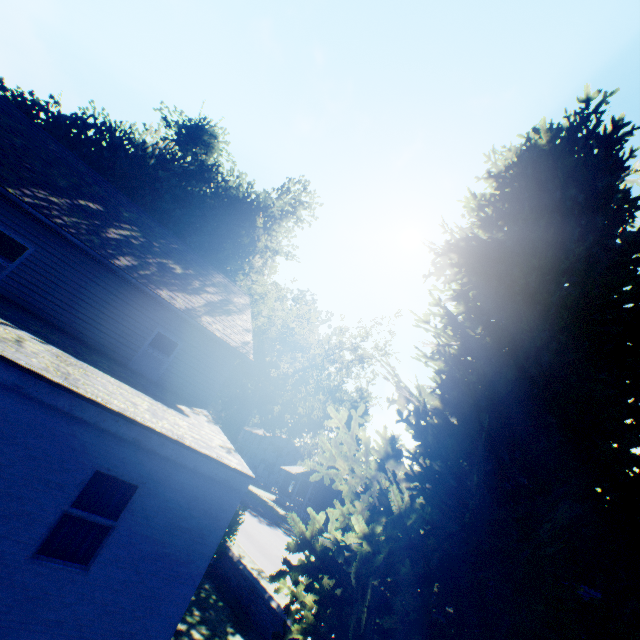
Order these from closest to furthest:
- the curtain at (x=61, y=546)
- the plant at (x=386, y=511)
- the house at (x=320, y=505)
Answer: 1. the plant at (x=386, y=511)
2. the curtain at (x=61, y=546)
3. the house at (x=320, y=505)

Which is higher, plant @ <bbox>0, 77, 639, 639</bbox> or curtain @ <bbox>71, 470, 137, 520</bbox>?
plant @ <bbox>0, 77, 639, 639</bbox>

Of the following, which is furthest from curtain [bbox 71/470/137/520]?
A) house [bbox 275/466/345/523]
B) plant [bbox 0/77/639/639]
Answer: house [bbox 275/466/345/523]

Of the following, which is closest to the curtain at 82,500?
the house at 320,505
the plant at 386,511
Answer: the plant at 386,511

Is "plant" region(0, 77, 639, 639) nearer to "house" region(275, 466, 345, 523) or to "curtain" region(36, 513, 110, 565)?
"house" region(275, 466, 345, 523)

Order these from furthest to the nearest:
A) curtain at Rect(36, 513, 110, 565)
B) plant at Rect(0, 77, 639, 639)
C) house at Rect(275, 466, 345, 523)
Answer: house at Rect(275, 466, 345, 523), curtain at Rect(36, 513, 110, 565), plant at Rect(0, 77, 639, 639)

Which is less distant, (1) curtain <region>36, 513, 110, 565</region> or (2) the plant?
(2) the plant

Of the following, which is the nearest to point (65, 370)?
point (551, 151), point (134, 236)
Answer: point (134, 236)
